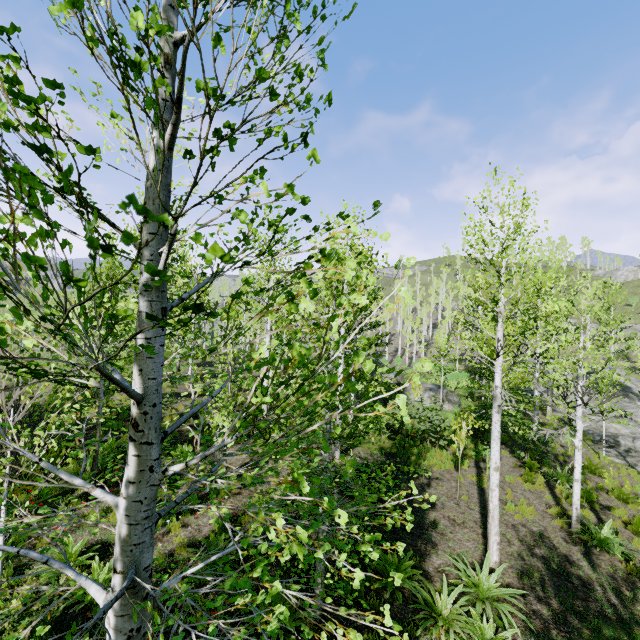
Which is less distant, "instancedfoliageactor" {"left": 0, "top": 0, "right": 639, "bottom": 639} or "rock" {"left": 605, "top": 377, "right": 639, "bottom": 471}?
"instancedfoliageactor" {"left": 0, "top": 0, "right": 639, "bottom": 639}

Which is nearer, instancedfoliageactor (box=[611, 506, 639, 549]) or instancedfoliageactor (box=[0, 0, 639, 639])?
instancedfoliageactor (box=[0, 0, 639, 639])

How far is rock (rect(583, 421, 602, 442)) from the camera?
21.06m

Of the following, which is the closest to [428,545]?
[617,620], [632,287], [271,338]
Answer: [617,620]

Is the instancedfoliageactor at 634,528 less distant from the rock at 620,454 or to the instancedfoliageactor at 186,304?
the instancedfoliageactor at 186,304

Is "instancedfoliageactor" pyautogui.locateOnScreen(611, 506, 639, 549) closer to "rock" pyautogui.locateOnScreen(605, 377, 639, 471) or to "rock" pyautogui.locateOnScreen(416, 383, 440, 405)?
"rock" pyautogui.locateOnScreen(605, 377, 639, 471)

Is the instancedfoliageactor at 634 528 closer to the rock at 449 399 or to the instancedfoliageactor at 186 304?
the instancedfoliageactor at 186 304

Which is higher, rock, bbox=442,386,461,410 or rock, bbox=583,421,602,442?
rock, bbox=442,386,461,410
